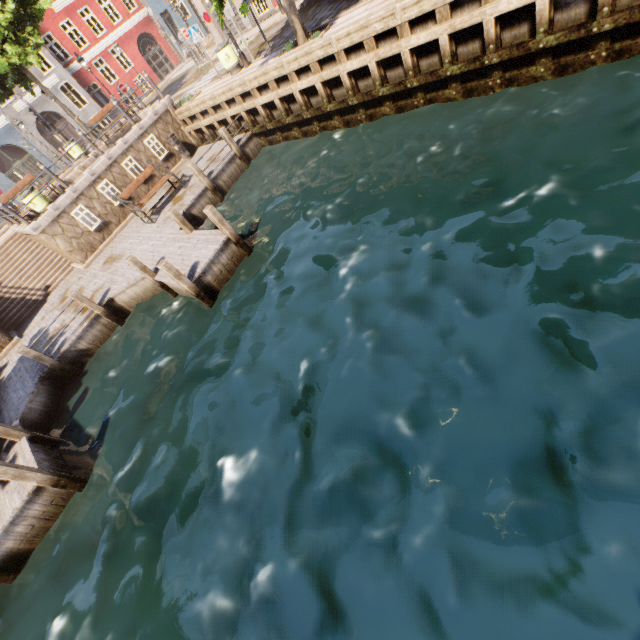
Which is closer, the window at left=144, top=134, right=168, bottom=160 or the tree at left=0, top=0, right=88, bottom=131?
the tree at left=0, top=0, right=88, bottom=131

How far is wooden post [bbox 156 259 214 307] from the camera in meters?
7.8

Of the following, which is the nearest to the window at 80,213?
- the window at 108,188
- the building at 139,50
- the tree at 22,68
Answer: the window at 108,188

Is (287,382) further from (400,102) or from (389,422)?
(400,102)

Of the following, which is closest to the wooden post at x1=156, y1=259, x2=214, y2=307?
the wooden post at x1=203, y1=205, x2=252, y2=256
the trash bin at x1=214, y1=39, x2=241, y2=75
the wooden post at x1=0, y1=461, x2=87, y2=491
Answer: the wooden post at x1=203, y1=205, x2=252, y2=256

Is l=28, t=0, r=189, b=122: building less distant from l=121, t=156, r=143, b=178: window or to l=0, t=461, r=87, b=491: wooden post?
l=121, t=156, r=143, b=178: window

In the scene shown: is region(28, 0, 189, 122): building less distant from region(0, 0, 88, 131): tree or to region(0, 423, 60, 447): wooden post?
region(0, 0, 88, 131): tree

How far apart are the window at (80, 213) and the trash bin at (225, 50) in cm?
809
